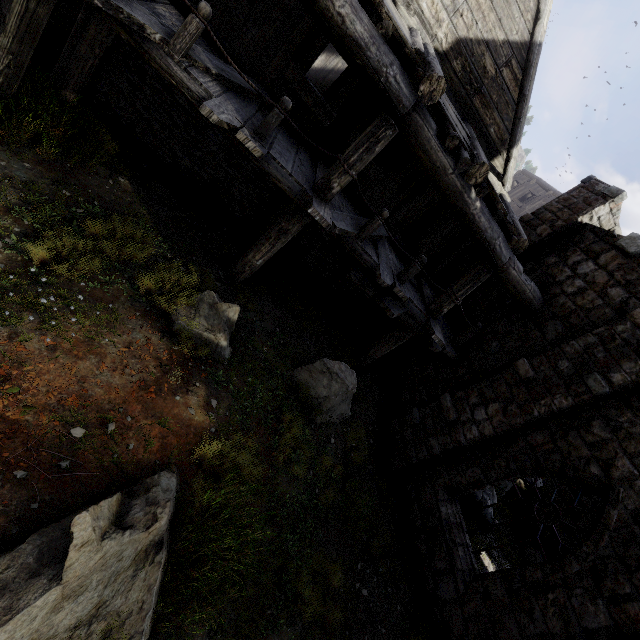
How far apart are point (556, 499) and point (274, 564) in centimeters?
1474cm

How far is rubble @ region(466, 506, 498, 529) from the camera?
9.7m

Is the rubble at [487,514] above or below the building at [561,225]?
below

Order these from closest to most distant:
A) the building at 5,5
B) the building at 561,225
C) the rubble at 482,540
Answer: the building at 5,5, the building at 561,225, the rubble at 482,540

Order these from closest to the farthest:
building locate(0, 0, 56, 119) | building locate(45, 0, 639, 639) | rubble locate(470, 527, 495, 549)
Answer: building locate(0, 0, 56, 119) → building locate(45, 0, 639, 639) → rubble locate(470, 527, 495, 549)

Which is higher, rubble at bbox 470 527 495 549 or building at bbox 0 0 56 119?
building at bbox 0 0 56 119
